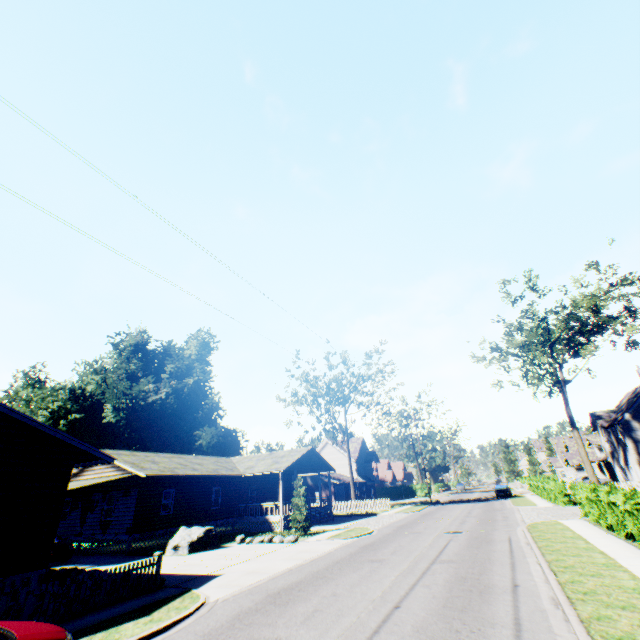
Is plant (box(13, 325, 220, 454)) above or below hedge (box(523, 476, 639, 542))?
above

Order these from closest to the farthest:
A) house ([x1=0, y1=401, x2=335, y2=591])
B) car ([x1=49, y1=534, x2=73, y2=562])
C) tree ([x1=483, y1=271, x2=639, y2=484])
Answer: house ([x1=0, y1=401, x2=335, y2=591]) < car ([x1=49, y1=534, x2=73, y2=562]) < tree ([x1=483, y1=271, x2=639, y2=484])

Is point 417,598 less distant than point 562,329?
Yes

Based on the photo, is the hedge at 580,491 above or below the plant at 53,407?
below

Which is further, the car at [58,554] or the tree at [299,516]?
the tree at [299,516]

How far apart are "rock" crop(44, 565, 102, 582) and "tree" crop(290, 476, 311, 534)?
11.3m

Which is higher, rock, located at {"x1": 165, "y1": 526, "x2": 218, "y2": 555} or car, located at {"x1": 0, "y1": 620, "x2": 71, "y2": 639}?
car, located at {"x1": 0, "y1": 620, "x2": 71, "y2": 639}

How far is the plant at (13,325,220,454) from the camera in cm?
3997
